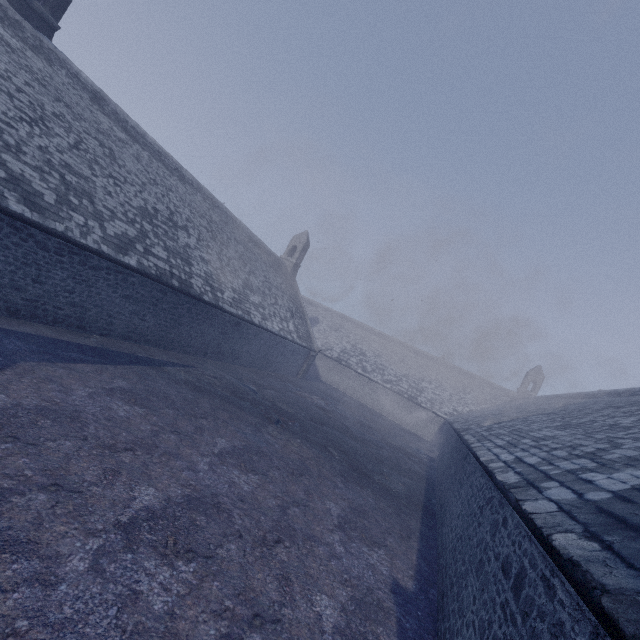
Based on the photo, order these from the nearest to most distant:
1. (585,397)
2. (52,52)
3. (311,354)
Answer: (52,52) < (585,397) < (311,354)
